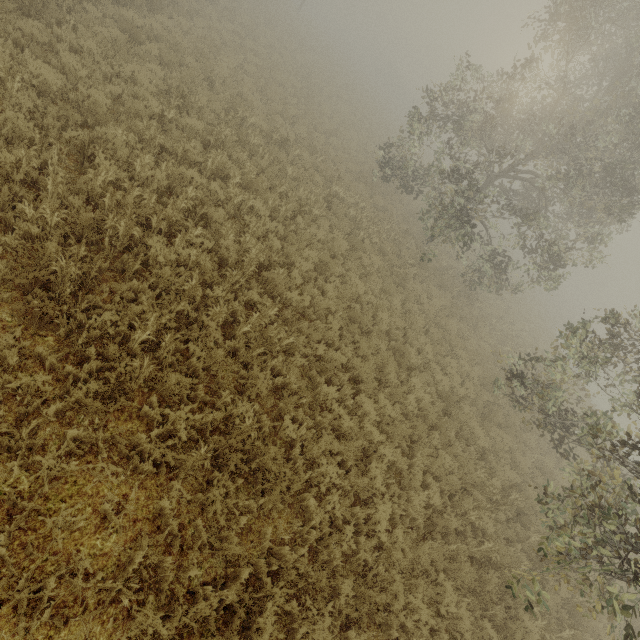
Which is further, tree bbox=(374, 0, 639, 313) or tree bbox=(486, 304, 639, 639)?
tree bbox=(374, 0, 639, 313)

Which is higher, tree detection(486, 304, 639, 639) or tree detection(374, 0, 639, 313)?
tree detection(374, 0, 639, 313)

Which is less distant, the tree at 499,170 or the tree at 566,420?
the tree at 566,420

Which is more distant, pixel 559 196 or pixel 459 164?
pixel 559 196

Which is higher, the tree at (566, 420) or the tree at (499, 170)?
the tree at (499, 170)
